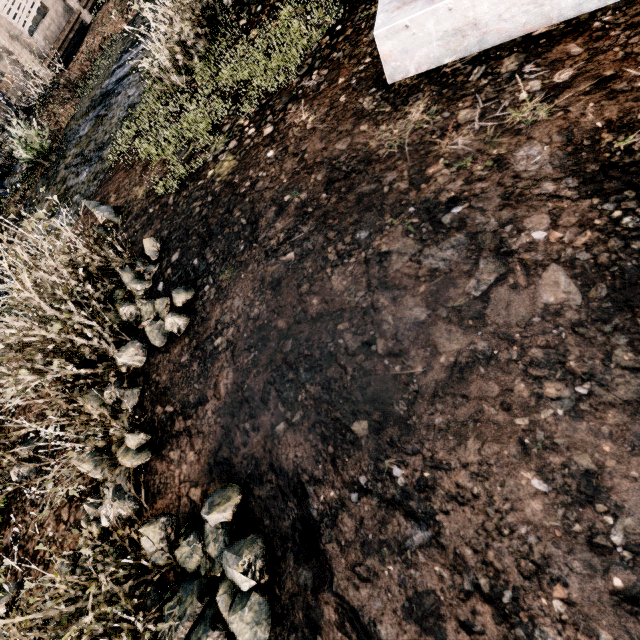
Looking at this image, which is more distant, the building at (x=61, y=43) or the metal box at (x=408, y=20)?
the building at (x=61, y=43)

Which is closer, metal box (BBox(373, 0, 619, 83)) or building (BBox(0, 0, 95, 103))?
metal box (BBox(373, 0, 619, 83))

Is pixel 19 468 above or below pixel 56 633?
below
